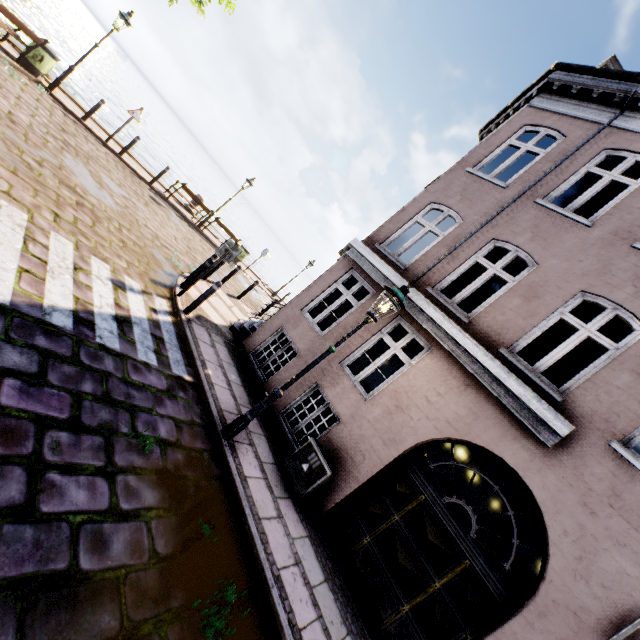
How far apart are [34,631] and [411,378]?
5.8m

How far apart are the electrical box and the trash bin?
14.2 meters

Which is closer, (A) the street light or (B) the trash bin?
(A) the street light

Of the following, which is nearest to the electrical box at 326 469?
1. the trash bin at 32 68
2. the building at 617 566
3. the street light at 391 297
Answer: the building at 617 566

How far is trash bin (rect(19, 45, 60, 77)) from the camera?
10.06m

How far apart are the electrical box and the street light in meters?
1.5 m

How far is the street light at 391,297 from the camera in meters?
5.0

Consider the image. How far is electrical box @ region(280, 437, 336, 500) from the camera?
5.9 meters
